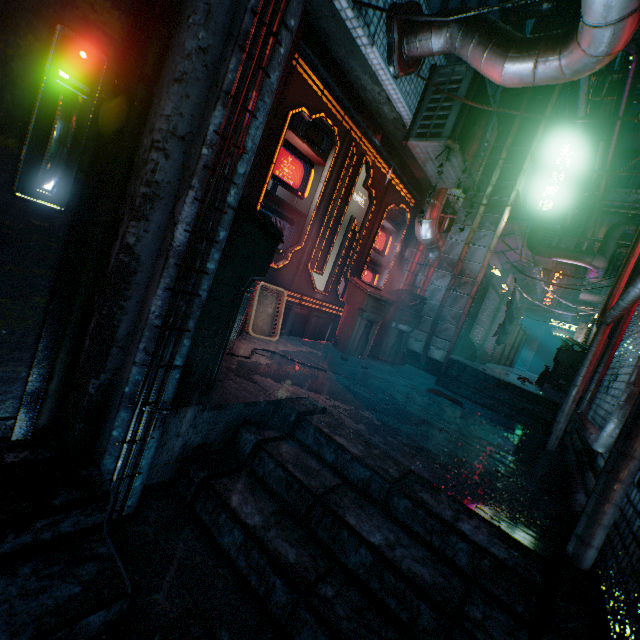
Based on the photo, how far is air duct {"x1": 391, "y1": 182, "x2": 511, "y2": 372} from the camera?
5.0m

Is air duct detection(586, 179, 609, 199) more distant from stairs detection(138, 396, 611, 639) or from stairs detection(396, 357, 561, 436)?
stairs detection(138, 396, 611, 639)

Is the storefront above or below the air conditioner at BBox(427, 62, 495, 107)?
below

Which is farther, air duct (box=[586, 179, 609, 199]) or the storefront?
air duct (box=[586, 179, 609, 199])

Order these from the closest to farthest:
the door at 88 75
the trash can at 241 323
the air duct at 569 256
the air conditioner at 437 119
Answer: the door at 88 75
the trash can at 241 323
the air conditioner at 437 119
the air duct at 569 256

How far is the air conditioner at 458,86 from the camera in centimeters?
345cm

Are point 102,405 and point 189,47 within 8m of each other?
yes

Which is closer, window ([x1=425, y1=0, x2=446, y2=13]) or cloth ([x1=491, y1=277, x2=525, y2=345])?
window ([x1=425, y1=0, x2=446, y2=13])
